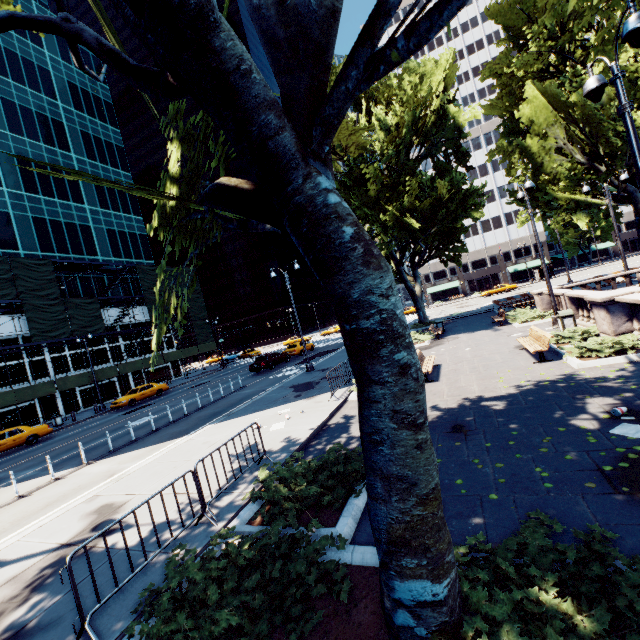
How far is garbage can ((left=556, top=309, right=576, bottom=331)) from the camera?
13.95m

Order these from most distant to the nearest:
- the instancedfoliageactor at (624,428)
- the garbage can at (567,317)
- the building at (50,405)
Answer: the building at (50,405), the garbage can at (567,317), the instancedfoliageactor at (624,428)

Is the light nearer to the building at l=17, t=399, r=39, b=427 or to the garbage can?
the garbage can

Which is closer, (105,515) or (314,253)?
(314,253)

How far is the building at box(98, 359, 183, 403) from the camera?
37.5 meters

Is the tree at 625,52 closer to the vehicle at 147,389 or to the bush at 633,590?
the bush at 633,590

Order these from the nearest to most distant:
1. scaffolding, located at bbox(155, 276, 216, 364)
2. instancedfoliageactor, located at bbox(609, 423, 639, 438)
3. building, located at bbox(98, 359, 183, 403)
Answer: instancedfoliageactor, located at bbox(609, 423, 639, 438), building, located at bbox(98, 359, 183, 403), scaffolding, located at bbox(155, 276, 216, 364)
